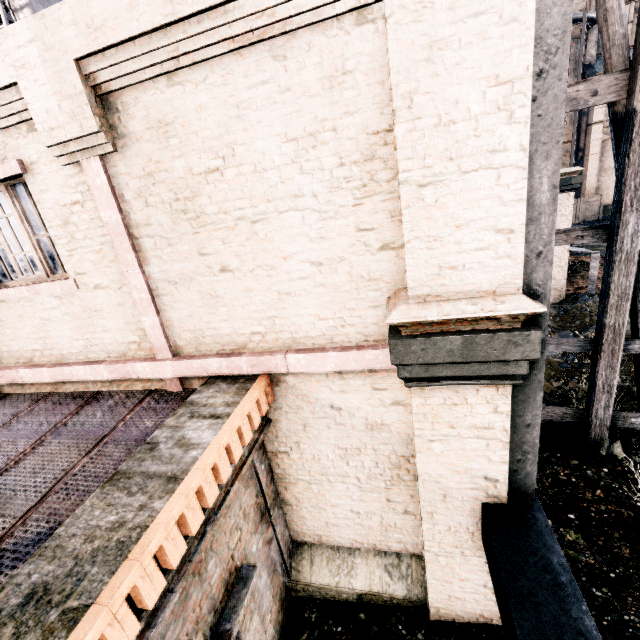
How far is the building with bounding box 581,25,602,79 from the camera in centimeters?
3872cm

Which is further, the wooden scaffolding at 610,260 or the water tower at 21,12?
the water tower at 21,12

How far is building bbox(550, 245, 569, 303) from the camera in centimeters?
1509cm

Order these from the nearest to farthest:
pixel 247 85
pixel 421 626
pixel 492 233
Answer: pixel 492 233 < pixel 247 85 < pixel 421 626

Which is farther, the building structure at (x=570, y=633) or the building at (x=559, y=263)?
the building at (x=559, y=263)

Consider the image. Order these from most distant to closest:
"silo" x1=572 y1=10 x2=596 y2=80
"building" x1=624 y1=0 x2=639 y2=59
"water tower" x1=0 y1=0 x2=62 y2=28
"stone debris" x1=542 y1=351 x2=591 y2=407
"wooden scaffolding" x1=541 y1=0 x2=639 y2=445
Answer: "building" x1=624 y1=0 x2=639 y2=59
"silo" x1=572 y1=10 x2=596 y2=80
"stone debris" x1=542 y1=351 x2=591 y2=407
"water tower" x1=0 y1=0 x2=62 y2=28
"wooden scaffolding" x1=541 y1=0 x2=639 y2=445

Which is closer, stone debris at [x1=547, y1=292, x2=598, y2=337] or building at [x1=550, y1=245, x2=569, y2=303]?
stone debris at [x1=547, y1=292, x2=598, y2=337]

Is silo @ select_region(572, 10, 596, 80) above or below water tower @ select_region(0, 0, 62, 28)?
above
